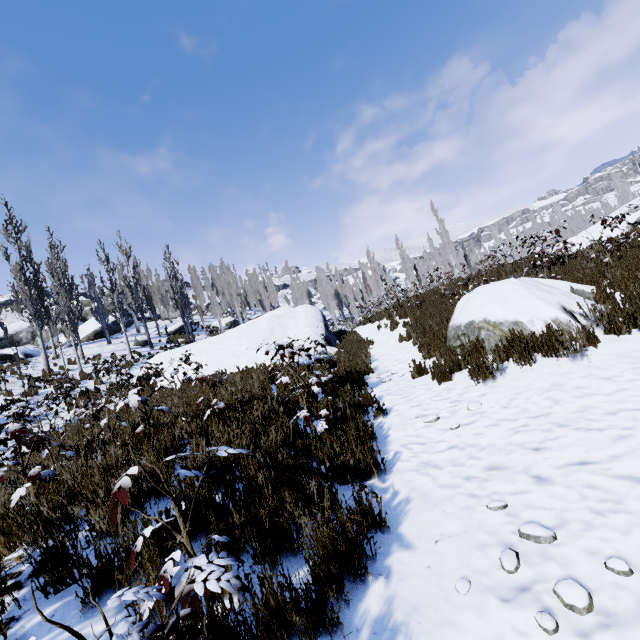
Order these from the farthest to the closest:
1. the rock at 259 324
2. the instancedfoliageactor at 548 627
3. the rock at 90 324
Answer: the rock at 90 324, the rock at 259 324, the instancedfoliageactor at 548 627

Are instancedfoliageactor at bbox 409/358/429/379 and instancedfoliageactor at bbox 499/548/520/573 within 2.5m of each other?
no

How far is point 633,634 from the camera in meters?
1.5 m

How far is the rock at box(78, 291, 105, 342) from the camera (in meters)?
29.39

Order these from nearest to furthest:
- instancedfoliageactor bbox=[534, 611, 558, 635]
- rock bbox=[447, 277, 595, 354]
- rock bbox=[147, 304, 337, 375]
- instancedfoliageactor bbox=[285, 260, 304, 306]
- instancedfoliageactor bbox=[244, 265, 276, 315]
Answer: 1. instancedfoliageactor bbox=[534, 611, 558, 635]
2. rock bbox=[447, 277, 595, 354]
3. rock bbox=[147, 304, 337, 375]
4. instancedfoliageactor bbox=[285, 260, 304, 306]
5. instancedfoliageactor bbox=[244, 265, 276, 315]

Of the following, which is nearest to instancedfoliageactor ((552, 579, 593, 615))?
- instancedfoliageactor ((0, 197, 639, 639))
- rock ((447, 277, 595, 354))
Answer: rock ((447, 277, 595, 354))

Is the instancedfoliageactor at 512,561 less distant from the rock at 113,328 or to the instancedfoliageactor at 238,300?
the instancedfoliageactor at 238,300

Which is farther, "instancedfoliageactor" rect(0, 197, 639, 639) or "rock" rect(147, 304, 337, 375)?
"rock" rect(147, 304, 337, 375)
